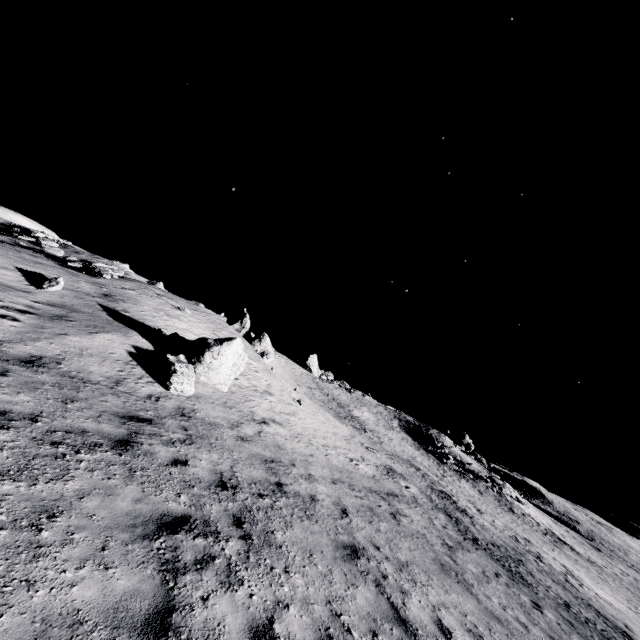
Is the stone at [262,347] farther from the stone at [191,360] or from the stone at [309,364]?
the stone at [309,364]

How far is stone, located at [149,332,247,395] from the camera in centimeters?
1145cm

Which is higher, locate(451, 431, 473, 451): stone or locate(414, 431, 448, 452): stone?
locate(451, 431, 473, 451): stone

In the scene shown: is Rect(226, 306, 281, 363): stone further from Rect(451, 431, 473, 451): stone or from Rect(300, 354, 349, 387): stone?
Rect(451, 431, 473, 451): stone

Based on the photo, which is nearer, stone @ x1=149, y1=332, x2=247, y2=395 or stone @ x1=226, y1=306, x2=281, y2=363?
stone @ x1=149, y1=332, x2=247, y2=395

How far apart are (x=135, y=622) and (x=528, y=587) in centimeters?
1438cm

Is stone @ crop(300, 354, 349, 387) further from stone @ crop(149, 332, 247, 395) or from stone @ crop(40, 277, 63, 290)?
stone @ crop(40, 277, 63, 290)

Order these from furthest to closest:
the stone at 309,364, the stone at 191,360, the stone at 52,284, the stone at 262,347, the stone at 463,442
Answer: the stone at 463,442 < the stone at 309,364 < the stone at 262,347 < the stone at 52,284 < the stone at 191,360
